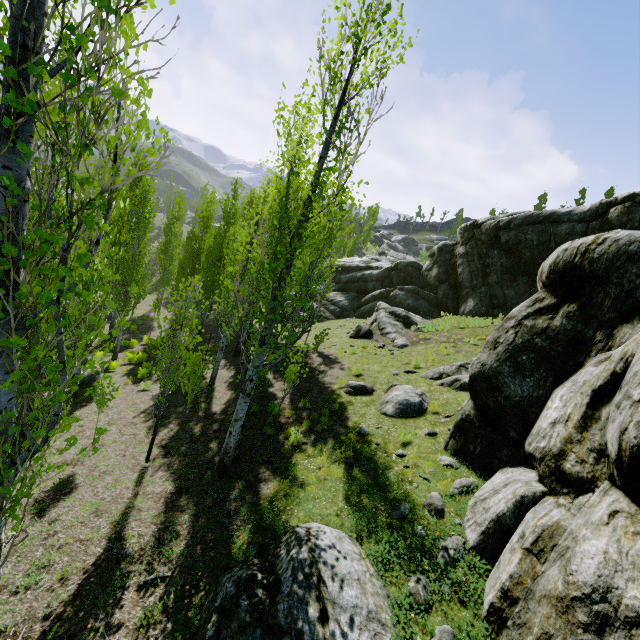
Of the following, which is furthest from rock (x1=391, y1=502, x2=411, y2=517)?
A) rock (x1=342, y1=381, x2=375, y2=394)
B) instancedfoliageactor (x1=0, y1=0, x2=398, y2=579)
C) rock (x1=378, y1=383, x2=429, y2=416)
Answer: rock (x1=342, y1=381, x2=375, y2=394)

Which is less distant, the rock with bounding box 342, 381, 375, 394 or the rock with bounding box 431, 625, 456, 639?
the rock with bounding box 431, 625, 456, 639

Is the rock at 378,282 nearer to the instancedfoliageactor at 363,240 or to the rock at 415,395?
the instancedfoliageactor at 363,240

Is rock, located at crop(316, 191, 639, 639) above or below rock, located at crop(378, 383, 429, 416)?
above

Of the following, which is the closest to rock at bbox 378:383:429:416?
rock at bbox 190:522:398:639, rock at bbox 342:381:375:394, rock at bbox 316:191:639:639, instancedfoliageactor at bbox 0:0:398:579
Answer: rock at bbox 342:381:375:394

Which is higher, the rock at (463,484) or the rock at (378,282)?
the rock at (378,282)

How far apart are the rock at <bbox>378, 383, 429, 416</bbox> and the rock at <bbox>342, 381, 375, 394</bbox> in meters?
0.4

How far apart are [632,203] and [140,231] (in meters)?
24.97
